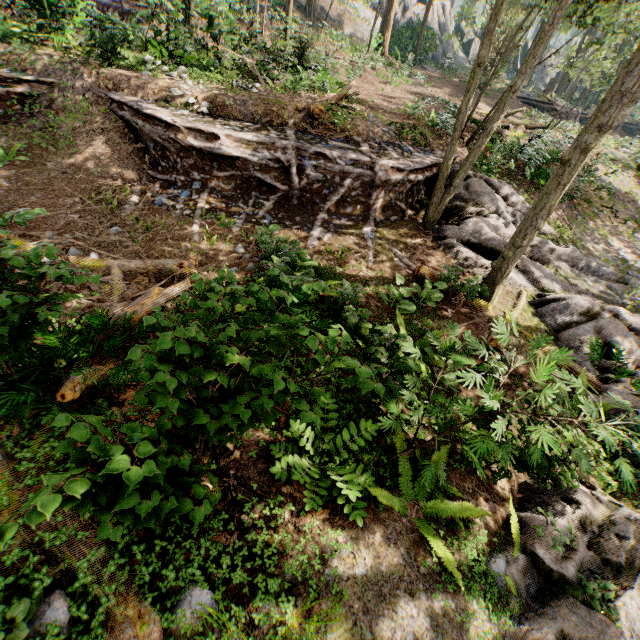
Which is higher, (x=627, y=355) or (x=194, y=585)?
(x=194, y=585)

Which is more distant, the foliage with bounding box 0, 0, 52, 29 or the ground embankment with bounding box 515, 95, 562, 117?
the ground embankment with bounding box 515, 95, 562, 117

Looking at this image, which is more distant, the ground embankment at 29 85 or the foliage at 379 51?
the foliage at 379 51

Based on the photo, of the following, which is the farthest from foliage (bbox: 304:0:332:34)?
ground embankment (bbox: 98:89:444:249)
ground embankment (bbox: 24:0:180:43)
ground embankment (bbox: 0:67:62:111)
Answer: ground embankment (bbox: 24:0:180:43)

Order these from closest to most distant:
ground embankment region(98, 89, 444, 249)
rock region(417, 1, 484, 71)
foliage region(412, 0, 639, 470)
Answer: foliage region(412, 0, 639, 470), ground embankment region(98, 89, 444, 249), rock region(417, 1, 484, 71)

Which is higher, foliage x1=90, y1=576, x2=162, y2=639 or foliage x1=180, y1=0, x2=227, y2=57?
foliage x1=180, y1=0, x2=227, y2=57

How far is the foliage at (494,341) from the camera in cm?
385
